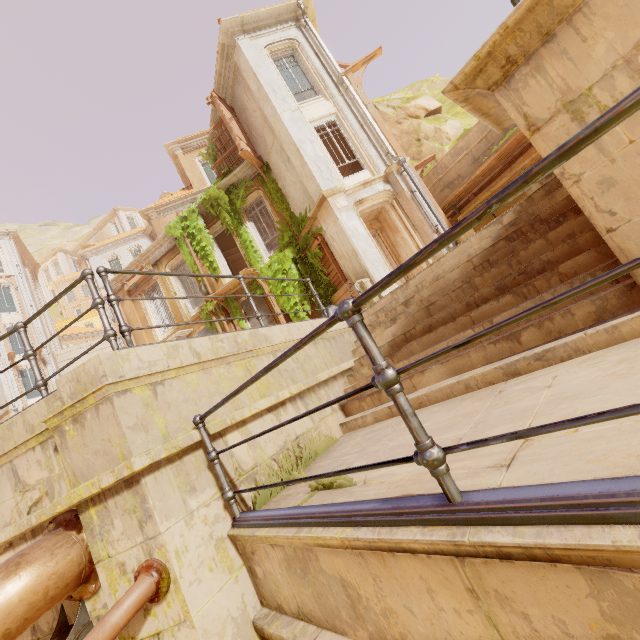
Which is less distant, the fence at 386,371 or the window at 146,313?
the fence at 386,371

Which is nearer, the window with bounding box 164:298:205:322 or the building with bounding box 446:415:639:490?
the building with bounding box 446:415:639:490

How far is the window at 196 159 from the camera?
20.7 meters

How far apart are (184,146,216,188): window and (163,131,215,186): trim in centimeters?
0cm

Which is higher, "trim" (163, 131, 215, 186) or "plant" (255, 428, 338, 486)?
"trim" (163, 131, 215, 186)

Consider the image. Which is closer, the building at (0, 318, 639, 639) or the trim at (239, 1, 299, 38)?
the building at (0, 318, 639, 639)

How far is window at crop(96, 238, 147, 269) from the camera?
31.5m

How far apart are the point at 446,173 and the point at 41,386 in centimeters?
1413cm
